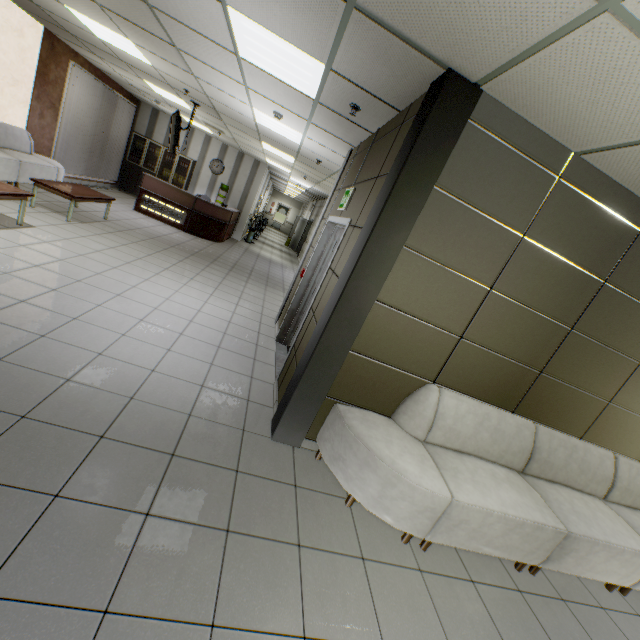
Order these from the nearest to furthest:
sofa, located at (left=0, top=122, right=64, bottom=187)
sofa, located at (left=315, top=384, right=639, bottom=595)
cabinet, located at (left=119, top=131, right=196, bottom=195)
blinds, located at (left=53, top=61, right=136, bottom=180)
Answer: sofa, located at (left=315, top=384, right=639, bottom=595)
sofa, located at (left=0, top=122, right=64, bottom=187)
blinds, located at (left=53, top=61, right=136, bottom=180)
cabinet, located at (left=119, top=131, right=196, bottom=195)

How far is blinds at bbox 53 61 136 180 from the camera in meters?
8.5 m

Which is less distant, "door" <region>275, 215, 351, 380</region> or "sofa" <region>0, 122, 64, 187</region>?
"door" <region>275, 215, 351, 380</region>

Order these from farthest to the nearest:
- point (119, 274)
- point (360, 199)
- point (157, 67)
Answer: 1. point (157, 67)
2. point (119, 274)
3. point (360, 199)

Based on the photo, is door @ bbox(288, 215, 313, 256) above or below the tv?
below

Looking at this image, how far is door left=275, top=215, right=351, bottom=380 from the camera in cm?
370

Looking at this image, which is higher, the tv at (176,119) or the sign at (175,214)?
the tv at (176,119)

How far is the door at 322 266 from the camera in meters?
3.7
